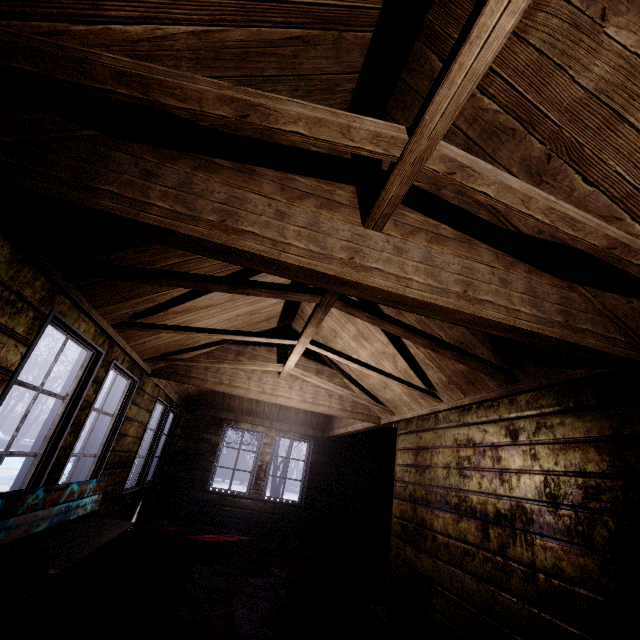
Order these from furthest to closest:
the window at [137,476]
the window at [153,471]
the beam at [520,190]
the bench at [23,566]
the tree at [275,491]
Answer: the tree at [275,491] → the window at [153,471] → the window at [137,476] → the bench at [23,566] → the beam at [520,190]

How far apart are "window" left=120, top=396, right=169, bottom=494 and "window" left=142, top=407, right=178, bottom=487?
0.2 meters

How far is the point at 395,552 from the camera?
3.4m

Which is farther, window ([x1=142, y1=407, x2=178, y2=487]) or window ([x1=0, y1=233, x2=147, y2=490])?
window ([x1=142, y1=407, x2=178, y2=487])

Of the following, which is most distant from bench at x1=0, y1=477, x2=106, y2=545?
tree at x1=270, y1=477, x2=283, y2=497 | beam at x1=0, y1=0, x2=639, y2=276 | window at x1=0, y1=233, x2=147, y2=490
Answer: tree at x1=270, y1=477, x2=283, y2=497

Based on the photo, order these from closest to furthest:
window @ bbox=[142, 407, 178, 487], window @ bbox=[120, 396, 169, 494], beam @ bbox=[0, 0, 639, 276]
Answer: beam @ bbox=[0, 0, 639, 276], window @ bbox=[120, 396, 169, 494], window @ bbox=[142, 407, 178, 487]

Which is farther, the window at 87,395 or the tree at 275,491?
the tree at 275,491

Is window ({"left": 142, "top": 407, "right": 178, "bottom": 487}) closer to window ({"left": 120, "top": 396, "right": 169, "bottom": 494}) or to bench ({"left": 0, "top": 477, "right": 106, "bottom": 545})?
window ({"left": 120, "top": 396, "right": 169, "bottom": 494})
